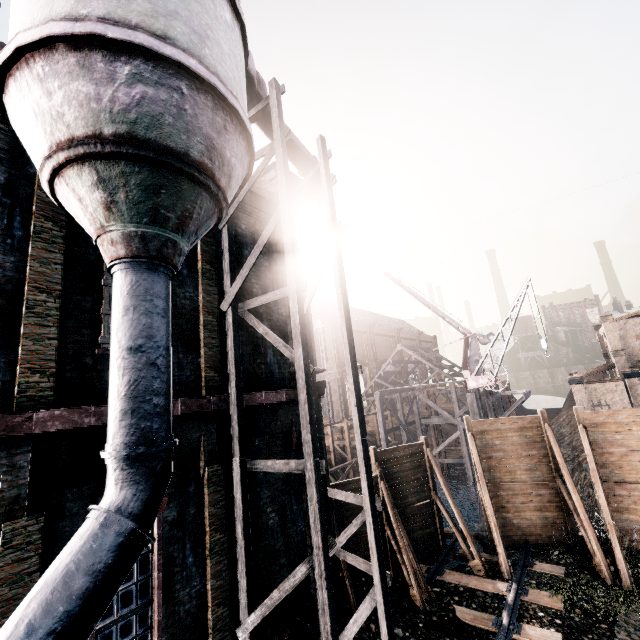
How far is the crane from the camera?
21.6 meters

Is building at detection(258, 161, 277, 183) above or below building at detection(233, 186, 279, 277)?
above

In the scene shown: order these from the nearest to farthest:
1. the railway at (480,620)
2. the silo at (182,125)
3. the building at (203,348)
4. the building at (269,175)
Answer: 1. the silo at (182,125)
2. the building at (203,348)
3. the railway at (480,620)
4. the building at (269,175)

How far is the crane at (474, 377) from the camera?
21.59m

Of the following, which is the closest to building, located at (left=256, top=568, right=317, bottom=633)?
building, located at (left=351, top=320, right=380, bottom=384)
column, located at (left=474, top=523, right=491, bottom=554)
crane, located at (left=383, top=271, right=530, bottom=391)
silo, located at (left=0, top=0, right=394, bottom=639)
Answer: silo, located at (left=0, top=0, right=394, bottom=639)

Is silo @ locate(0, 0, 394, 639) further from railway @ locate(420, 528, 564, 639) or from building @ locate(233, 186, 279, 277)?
railway @ locate(420, 528, 564, 639)

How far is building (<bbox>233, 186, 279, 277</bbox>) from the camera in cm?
1116

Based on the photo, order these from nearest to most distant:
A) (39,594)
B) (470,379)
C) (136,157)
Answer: (39,594), (136,157), (470,379)
